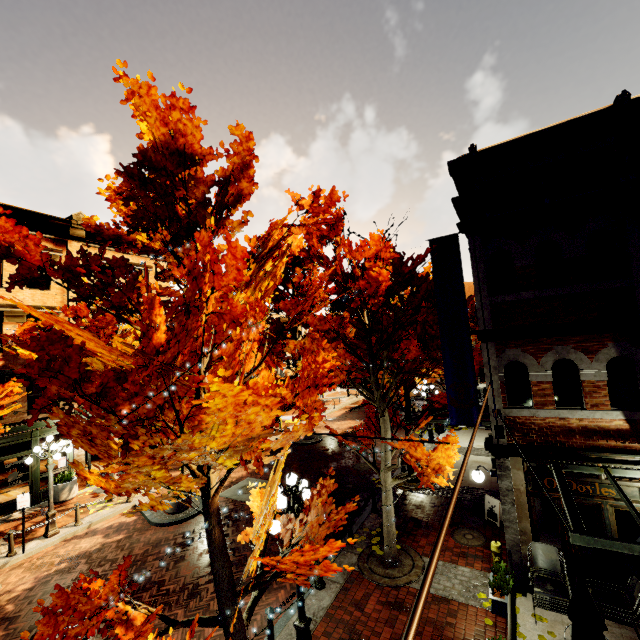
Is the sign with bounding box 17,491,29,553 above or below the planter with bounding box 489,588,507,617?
above

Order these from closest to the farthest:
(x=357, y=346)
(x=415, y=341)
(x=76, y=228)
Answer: (x=415, y=341), (x=357, y=346), (x=76, y=228)

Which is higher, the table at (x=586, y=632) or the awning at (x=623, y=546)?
the awning at (x=623, y=546)

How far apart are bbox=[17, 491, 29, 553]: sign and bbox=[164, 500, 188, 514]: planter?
4.4 meters

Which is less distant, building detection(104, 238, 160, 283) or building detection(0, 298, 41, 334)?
building detection(0, 298, 41, 334)

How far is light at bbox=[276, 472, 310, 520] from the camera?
6.2 meters

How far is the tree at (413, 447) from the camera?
7.63m
